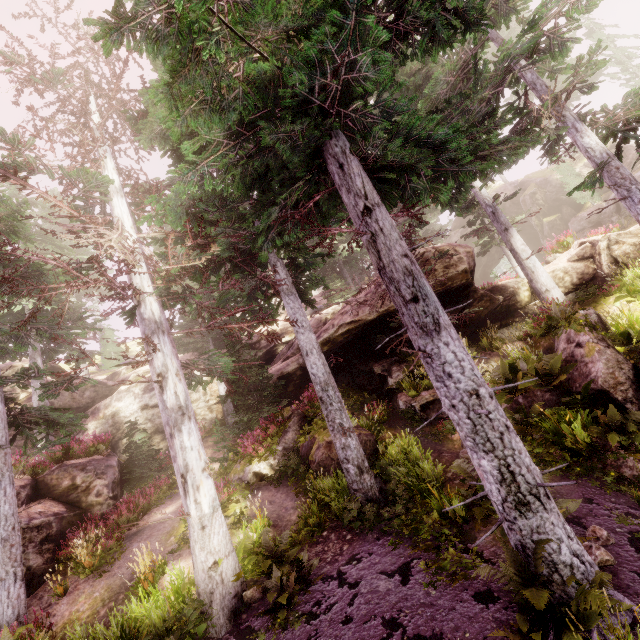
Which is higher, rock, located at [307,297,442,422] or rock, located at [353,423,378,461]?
rock, located at [307,297,442,422]

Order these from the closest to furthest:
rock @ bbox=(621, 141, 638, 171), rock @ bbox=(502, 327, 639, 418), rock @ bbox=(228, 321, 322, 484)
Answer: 1. rock @ bbox=(502, 327, 639, 418)
2. rock @ bbox=(228, 321, 322, 484)
3. rock @ bbox=(621, 141, 638, 171)

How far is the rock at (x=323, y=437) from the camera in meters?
10.9

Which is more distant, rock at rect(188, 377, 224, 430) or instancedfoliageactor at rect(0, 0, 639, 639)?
rock at rect(188, 377, 224, 430)

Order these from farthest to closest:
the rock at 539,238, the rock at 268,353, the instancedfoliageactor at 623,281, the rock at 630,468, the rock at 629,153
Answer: the rock at 629,153, the rock at 539,238, the rock at 268,353, the instancedfoliageactor at 623,281, the rock at 630,468

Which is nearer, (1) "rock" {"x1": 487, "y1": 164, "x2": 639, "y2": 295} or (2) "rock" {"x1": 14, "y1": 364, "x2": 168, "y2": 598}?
(2) "rock" {"x1": 14, "y1": 364, "x2": 168, "y2": 598}

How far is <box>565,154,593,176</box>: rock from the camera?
31.2m

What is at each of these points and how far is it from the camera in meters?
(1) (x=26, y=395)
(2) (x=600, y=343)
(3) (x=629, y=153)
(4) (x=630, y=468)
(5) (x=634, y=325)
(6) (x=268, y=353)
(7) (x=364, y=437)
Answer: (1) rock, 21.1 m
(2) rock, 9.4 m
(3) rock, 28.7 m
(4) rock, 7.3 m
(5) instancedfoliageactor, 9.9 m
(6) rock, 23.9 m
(7) rock, 11.7 m
